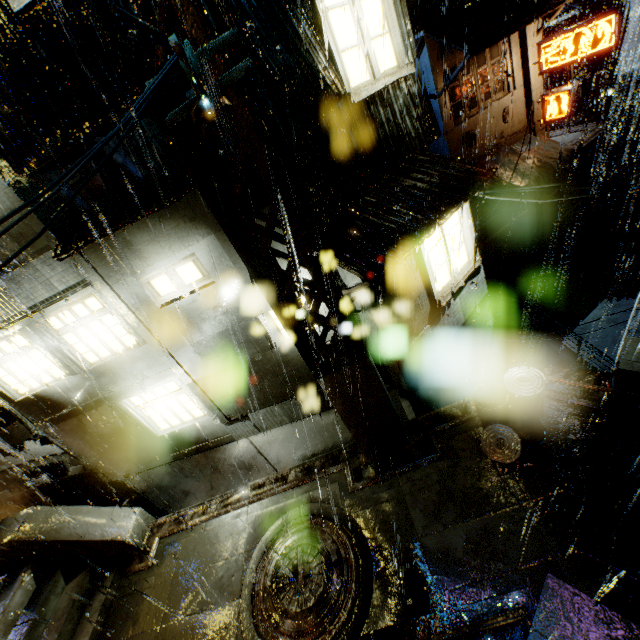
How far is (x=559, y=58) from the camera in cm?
1789

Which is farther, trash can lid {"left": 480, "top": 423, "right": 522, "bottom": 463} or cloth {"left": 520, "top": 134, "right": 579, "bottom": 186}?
cloth {"left": 520, "top": 134, "right": 579, "bottom": 186}

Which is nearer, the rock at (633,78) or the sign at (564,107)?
the sign at (564,107)

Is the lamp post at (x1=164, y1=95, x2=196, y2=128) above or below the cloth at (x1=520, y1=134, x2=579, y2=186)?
above

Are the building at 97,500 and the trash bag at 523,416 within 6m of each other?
no

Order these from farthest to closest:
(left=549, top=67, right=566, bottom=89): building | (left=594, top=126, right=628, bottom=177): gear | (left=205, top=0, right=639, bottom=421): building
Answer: (left=549, top=67, right=566, bottom=89): building
(left=594, top=126, right=628, bottom=177): gear
(left=205, top=0, right=639, bottom=421): building

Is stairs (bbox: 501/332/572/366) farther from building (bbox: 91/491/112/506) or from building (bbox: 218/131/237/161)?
building (bbox: 91/491/112/506)

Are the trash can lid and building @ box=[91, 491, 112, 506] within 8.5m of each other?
no
